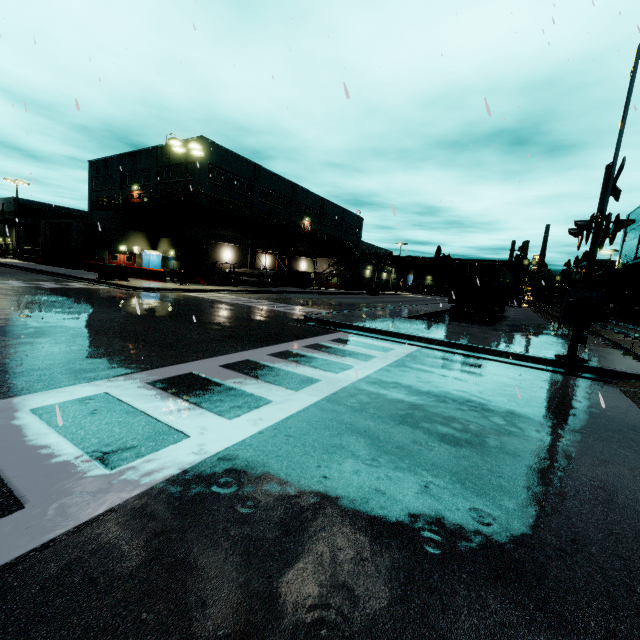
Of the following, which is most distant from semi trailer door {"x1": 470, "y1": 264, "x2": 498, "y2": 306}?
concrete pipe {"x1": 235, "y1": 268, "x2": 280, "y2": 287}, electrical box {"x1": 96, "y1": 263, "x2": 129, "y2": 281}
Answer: electrical box {"x1": 96, "y1": 263, "x2": 129, "y2": 281}

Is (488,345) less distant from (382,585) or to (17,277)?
(382,585)

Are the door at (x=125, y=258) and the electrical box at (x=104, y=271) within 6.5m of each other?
no

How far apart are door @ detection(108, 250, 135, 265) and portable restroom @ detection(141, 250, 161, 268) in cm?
77

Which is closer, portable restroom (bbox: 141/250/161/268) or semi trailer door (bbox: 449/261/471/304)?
semi trailer door (bbox: 449/261/471/304)

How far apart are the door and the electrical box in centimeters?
1419cm

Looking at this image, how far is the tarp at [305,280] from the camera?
36.19m

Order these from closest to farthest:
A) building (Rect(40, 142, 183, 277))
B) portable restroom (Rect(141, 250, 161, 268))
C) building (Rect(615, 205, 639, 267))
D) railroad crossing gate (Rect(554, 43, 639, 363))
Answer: railroad crossing gate (Rect(554, 43, 639, 363)) → building (Rect(40, 142, 183, 277)) → portable restroom (Rect(141, 250, 161, 268)) → building (Rect(615, 205, 639, 267))
